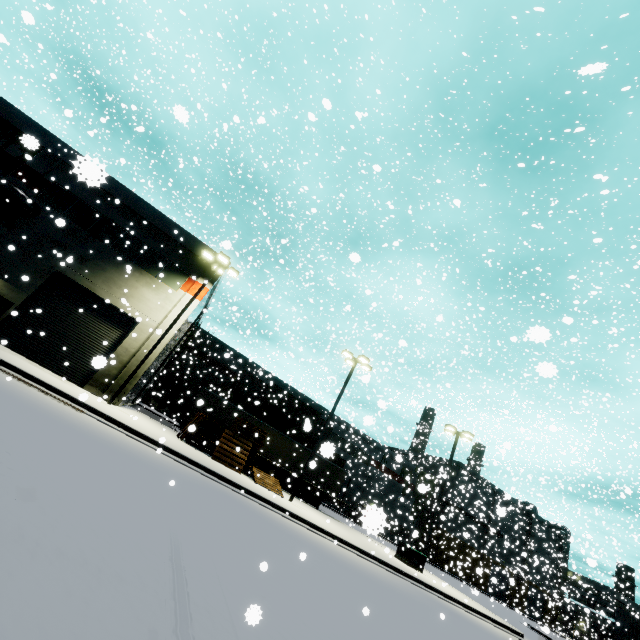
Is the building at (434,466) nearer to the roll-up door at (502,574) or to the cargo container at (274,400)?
the roll-up door at (502,574)

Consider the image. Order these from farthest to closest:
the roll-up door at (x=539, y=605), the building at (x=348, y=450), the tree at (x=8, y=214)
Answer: the roll-up door at (x=539, y=605) → the building at (x=348, y=450) → the tree at (x=8, y=214)

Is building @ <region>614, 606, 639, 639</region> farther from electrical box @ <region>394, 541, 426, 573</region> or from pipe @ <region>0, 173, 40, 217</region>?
electrical box @ <region>394, 541, 426, 573</region>

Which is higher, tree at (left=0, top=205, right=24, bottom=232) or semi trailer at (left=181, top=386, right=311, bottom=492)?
tree at (left=0, top=205, right=24, bottom=232)

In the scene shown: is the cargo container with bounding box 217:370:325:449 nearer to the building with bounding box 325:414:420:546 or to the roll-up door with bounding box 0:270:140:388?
the roll-up door with bounding box 0:270:140:388

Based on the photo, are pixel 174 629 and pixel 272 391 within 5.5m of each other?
no

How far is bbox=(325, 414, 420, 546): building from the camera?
26.76m

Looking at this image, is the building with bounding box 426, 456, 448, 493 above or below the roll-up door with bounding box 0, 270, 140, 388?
above
